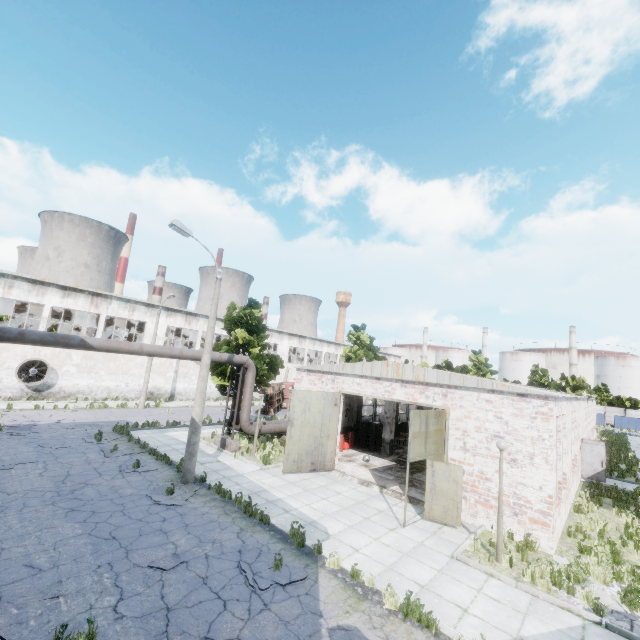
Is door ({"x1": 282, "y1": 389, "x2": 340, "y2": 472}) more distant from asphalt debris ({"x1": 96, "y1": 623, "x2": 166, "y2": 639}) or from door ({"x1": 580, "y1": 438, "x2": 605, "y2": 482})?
door ({"x1": 580, "y1": 438, "x2": 605, "y2": 482})

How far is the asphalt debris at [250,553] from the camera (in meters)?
7.50

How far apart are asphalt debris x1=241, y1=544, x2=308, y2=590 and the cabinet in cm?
1386

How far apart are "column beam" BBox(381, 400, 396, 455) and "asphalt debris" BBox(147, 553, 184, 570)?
14.65m

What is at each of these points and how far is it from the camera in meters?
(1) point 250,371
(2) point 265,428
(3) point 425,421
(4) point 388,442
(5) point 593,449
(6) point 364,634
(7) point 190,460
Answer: (1) pipe, 19.1
(2) pipe, 19.7
(3) door, 12.0
(4) column beam, 20.4
(5) door, 20.0
(6) asphalt debris, 6.3
(7) lamp post, 12.9

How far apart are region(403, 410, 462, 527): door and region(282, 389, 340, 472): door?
5.32m

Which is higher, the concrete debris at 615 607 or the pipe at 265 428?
the pipe at 265 428

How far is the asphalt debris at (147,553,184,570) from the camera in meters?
7.6 m
